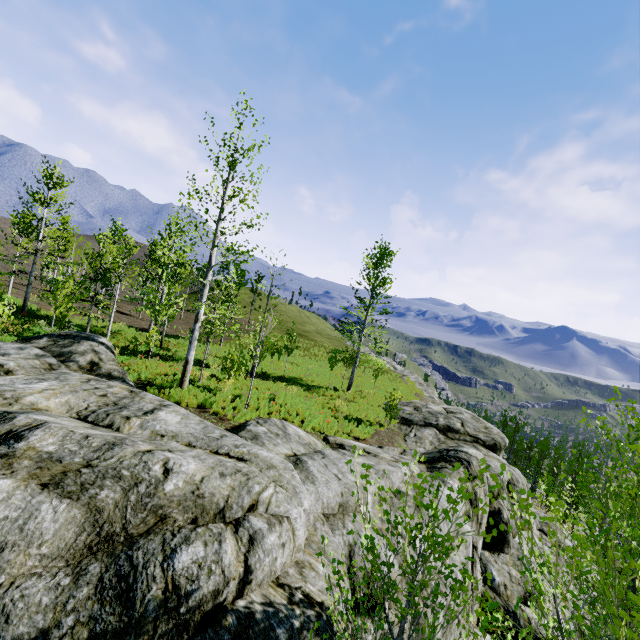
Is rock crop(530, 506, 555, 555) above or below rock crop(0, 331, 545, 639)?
below

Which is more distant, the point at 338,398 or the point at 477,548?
the point at 338,398

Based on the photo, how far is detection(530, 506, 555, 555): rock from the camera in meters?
16.5 m

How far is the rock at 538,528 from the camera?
16.52m

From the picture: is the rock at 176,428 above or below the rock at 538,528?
above

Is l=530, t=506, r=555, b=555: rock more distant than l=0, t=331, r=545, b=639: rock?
Yes
